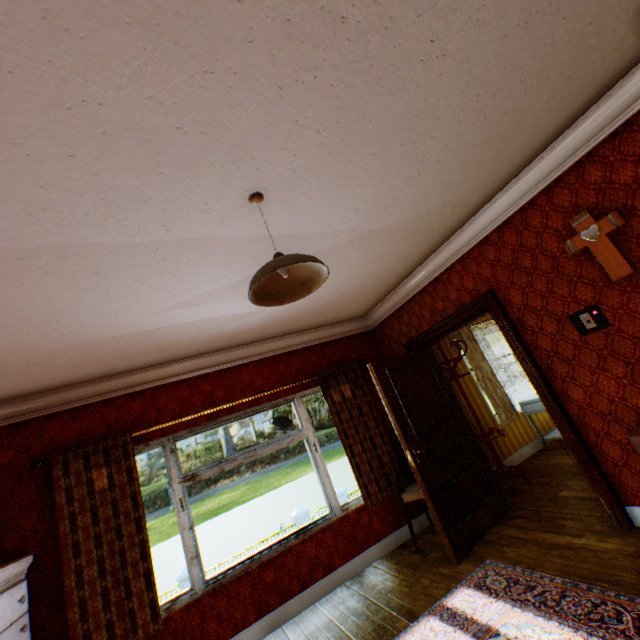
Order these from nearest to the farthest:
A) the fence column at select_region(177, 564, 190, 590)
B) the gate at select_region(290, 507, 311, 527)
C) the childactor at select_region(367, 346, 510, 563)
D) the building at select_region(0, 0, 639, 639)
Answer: the building at select_region(0, 0, 639, 639)
the childactor at select_region(367, 346, 510, 563)
the fence column at select_region(177, 564, 190, 590)
the gate at select_region(290, 507, 311, 527)

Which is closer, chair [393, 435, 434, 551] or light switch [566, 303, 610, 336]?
light switch [566, 303, 610, 336]

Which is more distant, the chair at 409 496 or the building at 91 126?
the chair at 409 496

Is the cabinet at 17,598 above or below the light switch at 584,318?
below

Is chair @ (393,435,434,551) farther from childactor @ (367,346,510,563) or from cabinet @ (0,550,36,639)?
cabinet @ (0,550,36,639)

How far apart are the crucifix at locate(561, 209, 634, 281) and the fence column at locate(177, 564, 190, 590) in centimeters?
1791cm

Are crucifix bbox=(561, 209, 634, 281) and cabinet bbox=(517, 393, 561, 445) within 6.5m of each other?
yes

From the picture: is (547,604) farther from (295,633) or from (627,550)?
(295,633)
